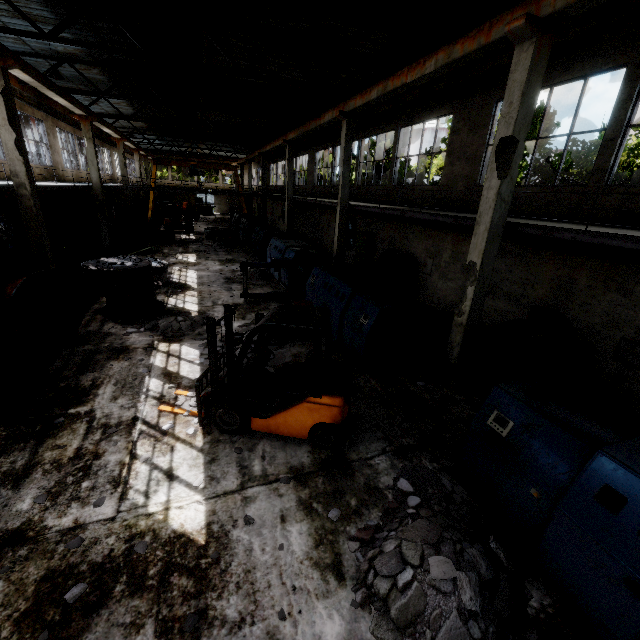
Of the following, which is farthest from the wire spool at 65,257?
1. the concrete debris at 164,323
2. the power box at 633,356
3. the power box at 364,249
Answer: the power box at 633,356

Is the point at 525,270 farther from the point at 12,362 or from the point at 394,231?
the point at 12,362

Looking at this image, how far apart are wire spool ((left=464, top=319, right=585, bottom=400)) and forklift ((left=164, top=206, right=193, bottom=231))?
31.39m

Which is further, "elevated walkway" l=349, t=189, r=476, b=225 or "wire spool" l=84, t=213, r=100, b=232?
"wire spool" l=84, t=213, r=100, b=232

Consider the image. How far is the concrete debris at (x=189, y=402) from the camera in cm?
670

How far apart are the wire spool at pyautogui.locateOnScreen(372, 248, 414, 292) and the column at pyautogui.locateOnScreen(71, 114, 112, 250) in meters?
17.4

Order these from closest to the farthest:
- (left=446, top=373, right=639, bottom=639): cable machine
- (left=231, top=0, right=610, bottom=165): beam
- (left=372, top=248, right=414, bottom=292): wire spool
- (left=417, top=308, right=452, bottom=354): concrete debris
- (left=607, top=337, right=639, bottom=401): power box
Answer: (left=446, top=373, right=639, bottom=639): cable machine → (left=231, top=0, right=610, bottom=165): beam → (left=607, top=337, right=639, bottom=401): power box → (left=417, top=308, right=452, bottom=354): concrete debris → (left=372, top=248, right=414, bottom=292): wire spool

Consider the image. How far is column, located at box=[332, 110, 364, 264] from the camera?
14.2m
